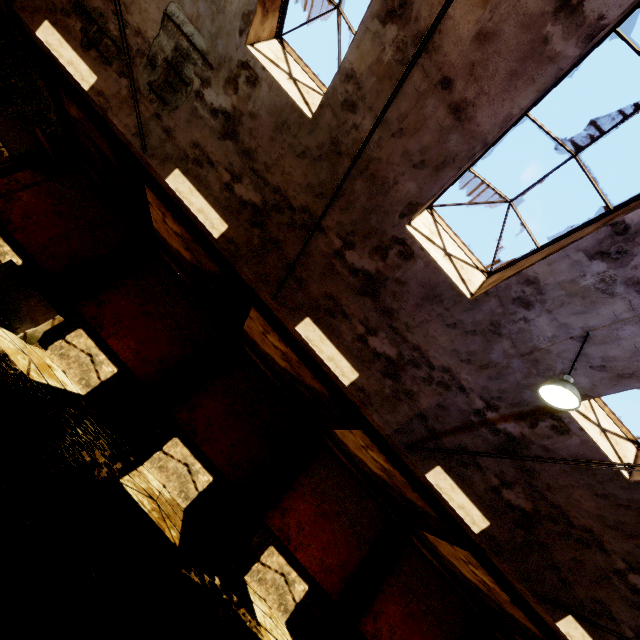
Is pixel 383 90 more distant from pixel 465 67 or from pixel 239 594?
pixel 239 594

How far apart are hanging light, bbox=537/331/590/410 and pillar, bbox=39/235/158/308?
13.0 meters

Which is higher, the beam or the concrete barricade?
the beam

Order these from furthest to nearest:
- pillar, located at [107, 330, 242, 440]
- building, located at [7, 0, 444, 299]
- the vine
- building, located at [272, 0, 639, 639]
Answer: pillar, located at [107, 330, 242, 440] → the vine → building, located at [7, 0, 444, 299] → building, located at [272, 0, 639, 639]

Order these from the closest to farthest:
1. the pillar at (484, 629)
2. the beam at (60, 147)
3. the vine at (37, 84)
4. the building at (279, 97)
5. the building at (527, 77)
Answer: the building at (527, 77)
the building at (279, 97)
the vine at (37, 84)
the beam at (60, 147)
the pillar at (484, 629)

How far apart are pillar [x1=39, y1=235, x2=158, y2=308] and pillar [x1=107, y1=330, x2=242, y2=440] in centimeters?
421cm

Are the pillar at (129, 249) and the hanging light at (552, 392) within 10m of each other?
no

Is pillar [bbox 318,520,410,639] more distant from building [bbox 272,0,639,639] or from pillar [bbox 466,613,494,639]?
building [bbox 272,0,639,639]
